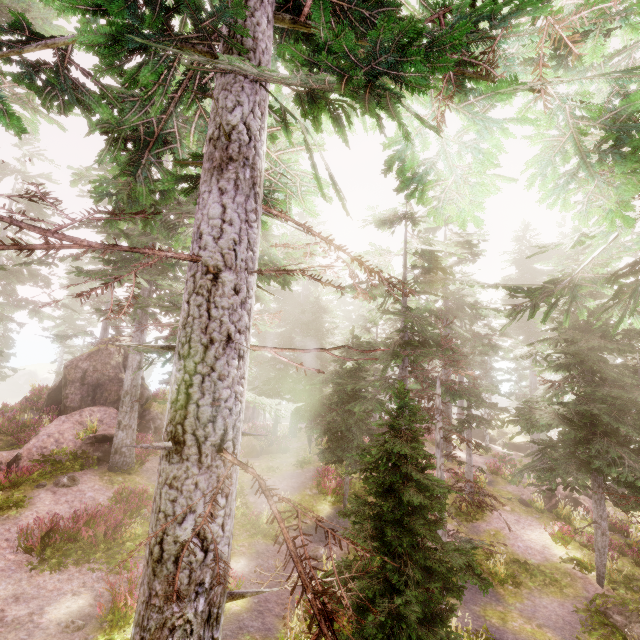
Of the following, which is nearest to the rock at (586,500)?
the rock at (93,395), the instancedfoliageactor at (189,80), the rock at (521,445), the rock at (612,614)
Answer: the instancedfoliageactor at (189,80)

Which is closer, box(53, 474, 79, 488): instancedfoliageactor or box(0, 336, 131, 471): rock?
box(53, 474, 79, 488): instancedfoliageactor

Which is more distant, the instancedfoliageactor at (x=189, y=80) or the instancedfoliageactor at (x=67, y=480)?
the instancedfoliageactor at (x=67, y=480)

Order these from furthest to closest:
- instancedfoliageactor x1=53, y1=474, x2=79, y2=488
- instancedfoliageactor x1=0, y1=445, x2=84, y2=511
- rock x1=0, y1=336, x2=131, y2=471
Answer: rock x1=0, y1=336, x2=131, y2=471
instancedfoliageactor x1=53, y1=474, x2=79, y2=488
instancedfoliageactor x1=0, y1=445, x2=84, y2=511

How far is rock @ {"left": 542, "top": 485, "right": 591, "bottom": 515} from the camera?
18.8m

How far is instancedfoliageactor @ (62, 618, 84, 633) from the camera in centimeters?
739cm

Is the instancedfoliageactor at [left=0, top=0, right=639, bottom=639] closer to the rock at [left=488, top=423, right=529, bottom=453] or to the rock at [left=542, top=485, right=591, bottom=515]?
the rock at [left=488, top=423, right=529, bottom=453]

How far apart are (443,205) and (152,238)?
15.0 meters
